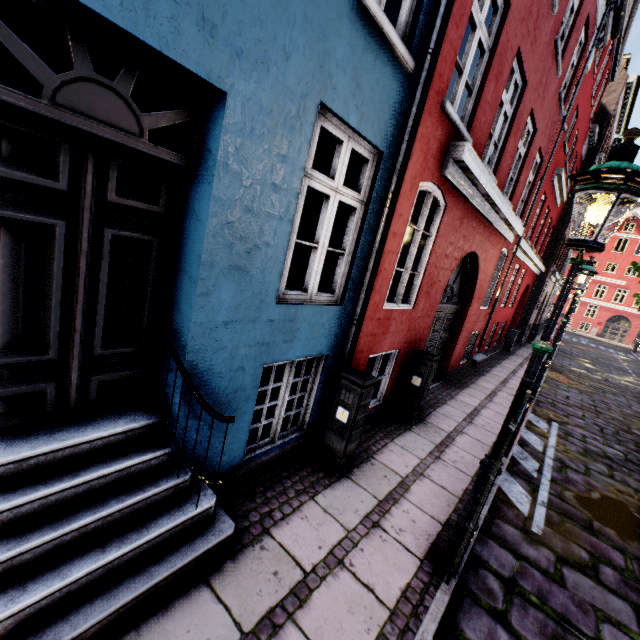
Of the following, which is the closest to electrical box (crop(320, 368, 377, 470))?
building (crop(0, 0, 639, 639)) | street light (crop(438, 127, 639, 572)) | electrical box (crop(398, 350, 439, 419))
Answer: building (crop(0, 0, 639, 639))

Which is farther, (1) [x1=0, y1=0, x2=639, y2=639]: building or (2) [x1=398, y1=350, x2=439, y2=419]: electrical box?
(2) [x1=398, y1=350, x2=439, y2=419]: electrical box

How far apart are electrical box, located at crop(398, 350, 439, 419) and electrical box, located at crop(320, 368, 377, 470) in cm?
209

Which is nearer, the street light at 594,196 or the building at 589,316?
the street light at 594,196

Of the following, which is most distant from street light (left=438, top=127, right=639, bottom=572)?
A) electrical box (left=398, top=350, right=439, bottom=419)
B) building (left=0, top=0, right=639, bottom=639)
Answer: electrical box (left=398, top=350, right=439, bottom=419)

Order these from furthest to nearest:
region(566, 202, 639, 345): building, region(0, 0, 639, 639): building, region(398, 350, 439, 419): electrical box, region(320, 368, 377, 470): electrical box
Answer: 1. region(566, 202, 639, 345): building
2. region(398, 350, 439, 419): electrical box
3. region(320, 368, 377, 470): electrical box
4. region(0, 0, 639, 639): building

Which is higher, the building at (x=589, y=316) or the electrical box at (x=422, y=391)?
the building at (x=589, y=316)

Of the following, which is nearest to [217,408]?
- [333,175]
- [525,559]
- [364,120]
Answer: [333,175]
